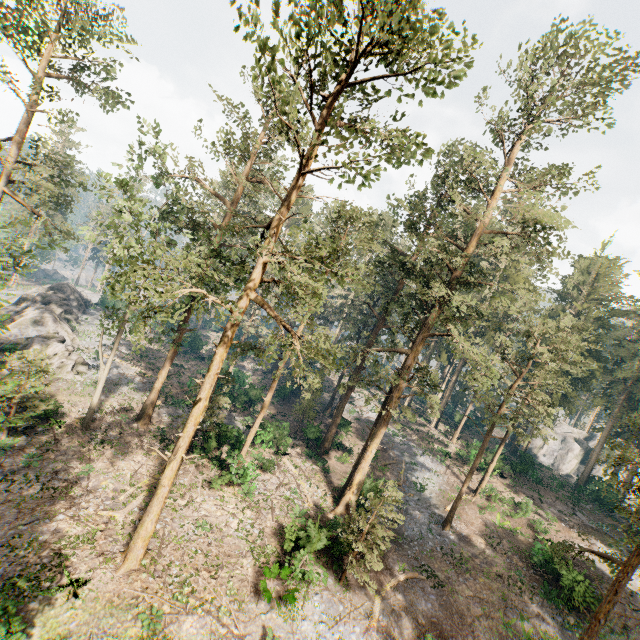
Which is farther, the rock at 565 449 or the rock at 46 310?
the rock at 565 449

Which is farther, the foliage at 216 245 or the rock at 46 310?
the rock at 46 310

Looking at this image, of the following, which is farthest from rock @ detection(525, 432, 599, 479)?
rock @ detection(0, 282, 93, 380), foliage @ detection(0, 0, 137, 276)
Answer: rock @ detection(0, 282, 93, 380)

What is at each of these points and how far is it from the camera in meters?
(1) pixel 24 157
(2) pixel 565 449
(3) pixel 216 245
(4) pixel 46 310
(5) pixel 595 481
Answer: (1) foliage, 28.4 m
(2) rock, 56.6 m
(3) foliage, 22.0 m
(4) rock, 35.2 m
(5) rock, 41.8 m

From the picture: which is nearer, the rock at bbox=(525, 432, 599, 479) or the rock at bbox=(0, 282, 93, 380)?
the rock at bbox=(0, 282, 93, 380)

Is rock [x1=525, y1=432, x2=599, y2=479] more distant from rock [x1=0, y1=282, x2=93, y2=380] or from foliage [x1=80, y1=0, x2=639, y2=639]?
rock [x1=0, y1=282, x2=93, y2=380]

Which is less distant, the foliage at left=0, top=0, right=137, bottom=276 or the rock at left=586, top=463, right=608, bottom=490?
the foliage at left=0, top=0, right=137, bottom=276
